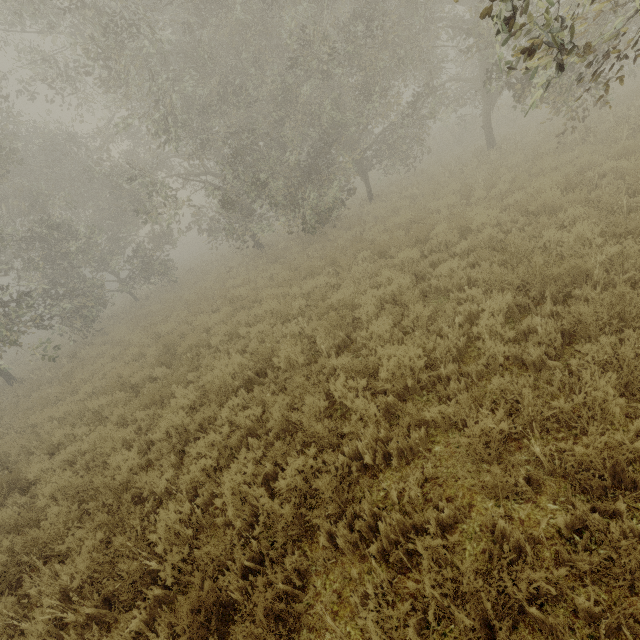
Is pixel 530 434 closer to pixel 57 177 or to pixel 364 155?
pixel 364 155
